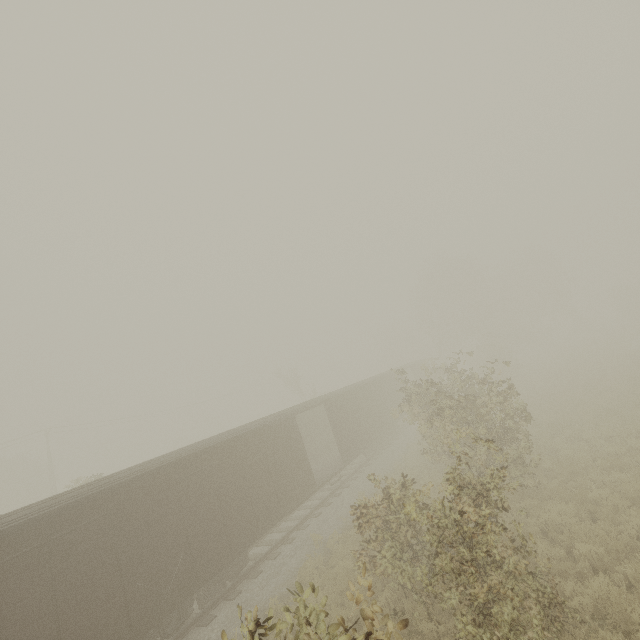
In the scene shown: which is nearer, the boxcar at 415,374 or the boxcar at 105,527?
the boxcar at 105,527

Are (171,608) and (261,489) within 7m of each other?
yes

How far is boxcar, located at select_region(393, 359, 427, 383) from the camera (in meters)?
31.68

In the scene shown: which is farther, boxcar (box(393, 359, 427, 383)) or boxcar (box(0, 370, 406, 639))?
boxcar (box(393, 359, 427, 383))

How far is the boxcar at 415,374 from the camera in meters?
31.7 m
